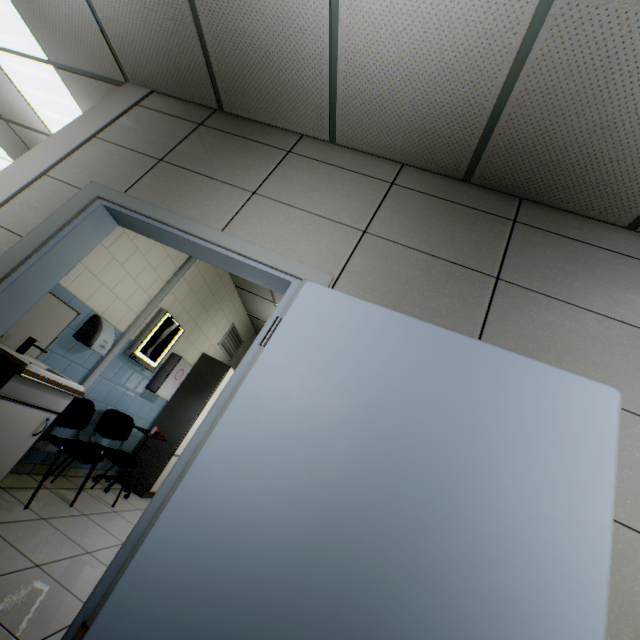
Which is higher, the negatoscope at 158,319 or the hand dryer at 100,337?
the negatoscope at 158,319

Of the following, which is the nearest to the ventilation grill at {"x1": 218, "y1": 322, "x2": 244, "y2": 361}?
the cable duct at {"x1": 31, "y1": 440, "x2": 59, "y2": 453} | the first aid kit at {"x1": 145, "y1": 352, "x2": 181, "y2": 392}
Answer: the first aid kit at {"x1": 145, "y1": 352, "x2": 181, "y2": 392}

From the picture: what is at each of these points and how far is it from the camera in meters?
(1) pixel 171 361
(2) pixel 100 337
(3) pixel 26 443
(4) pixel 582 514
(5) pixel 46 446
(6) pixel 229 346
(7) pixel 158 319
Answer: Result:
(1) first aid kit, 4.5
(2) hand dryer, 3.1
(3) cabinet, 2.4
(4) door, 1.1
(5) cable duct, 3.2
(6) ventilation grill, 6.2
(7) negatoscope, 4.0

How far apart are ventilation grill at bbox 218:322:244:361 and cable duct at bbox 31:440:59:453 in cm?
191

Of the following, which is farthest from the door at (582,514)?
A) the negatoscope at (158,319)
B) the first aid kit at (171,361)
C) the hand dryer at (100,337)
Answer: the first aid kit at (171,361)

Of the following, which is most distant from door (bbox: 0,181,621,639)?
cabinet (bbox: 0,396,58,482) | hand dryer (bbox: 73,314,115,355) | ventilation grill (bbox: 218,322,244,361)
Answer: ventilation grill (bbox: 218,322,244,361)

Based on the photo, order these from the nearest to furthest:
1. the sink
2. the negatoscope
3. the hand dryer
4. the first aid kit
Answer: the sink
the hand dryer
the negatoscope
the first aid kit

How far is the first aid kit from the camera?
4.38m
